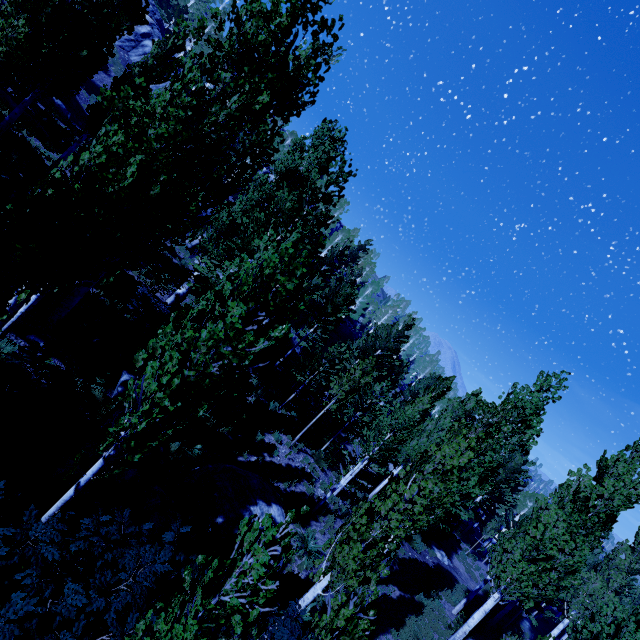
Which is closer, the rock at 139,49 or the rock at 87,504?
the rock at 87,504

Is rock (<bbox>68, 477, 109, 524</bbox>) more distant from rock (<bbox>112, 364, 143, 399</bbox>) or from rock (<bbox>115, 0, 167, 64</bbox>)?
rock (<bbox>115, 0, 167, 64</bbox>)

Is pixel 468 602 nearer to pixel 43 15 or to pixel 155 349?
pixel 155 349

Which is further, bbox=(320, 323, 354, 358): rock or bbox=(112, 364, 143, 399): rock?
bbox=(320, 323, 354, 358): rock

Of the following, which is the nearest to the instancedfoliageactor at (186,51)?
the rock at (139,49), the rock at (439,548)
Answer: the rock at (139,49)

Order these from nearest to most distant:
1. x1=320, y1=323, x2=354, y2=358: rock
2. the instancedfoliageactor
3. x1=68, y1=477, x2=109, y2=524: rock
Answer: the instancedfoliageactor, x1=68, y1=477, x2=109, y2=524: rock, x1=320, y1=323, x2=354, y2=358: rock

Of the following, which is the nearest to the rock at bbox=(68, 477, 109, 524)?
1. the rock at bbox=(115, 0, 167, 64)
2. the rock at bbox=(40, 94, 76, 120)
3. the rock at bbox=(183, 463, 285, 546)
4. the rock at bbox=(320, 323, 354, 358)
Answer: the rock at bbox=(183, 463, 285, 546)

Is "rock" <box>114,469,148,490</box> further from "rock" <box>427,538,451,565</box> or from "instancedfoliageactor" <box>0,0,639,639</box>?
"rock" <box>427,538,451,565</box>
